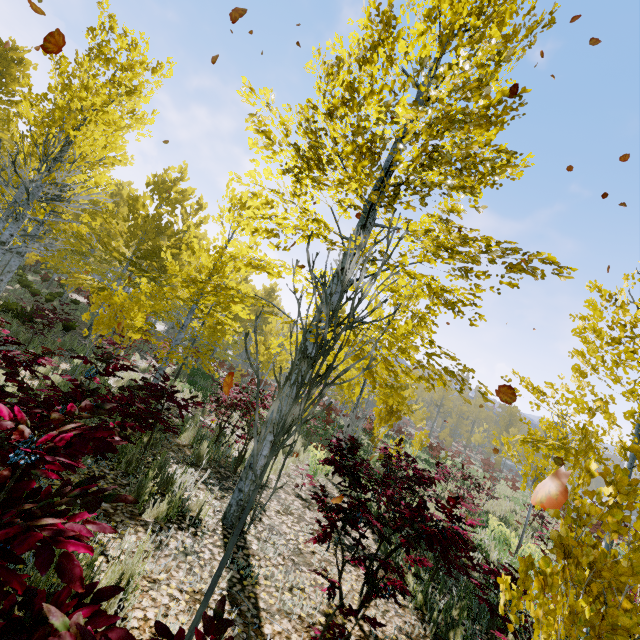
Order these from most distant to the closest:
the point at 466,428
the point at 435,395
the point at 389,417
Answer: the point at 466,428
the point at 435,395
the point at 389,417
